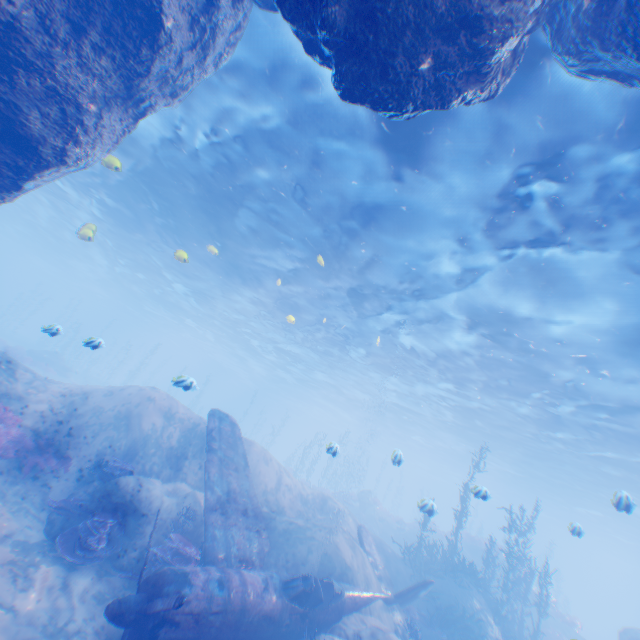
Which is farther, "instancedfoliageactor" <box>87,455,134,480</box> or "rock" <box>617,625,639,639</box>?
"rock" <box>617,625,639,639</box>

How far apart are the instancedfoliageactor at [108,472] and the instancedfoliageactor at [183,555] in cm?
250

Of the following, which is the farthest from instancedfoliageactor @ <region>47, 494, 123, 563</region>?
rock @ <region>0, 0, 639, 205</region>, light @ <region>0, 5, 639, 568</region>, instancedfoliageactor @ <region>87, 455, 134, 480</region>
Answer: light @ <region>0, 5, 639, 568</region>

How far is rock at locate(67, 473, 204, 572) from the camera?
8.6 meters

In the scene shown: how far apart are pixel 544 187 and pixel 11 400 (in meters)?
17.71

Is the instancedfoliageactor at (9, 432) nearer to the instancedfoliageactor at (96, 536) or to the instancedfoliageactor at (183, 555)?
the instancedfoliageactor at (96, 536)

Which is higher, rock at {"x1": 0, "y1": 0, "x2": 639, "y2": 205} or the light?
the light

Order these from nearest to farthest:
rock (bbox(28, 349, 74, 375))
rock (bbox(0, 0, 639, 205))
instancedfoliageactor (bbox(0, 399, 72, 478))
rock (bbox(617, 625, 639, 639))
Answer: rock (bbox(0, 0, 639, 205)) → instancedfoliageactor (bbox(0, 399, 72, 478)) → rock (bbox(617, 625, 639, 639)) → rock (bbox(28, 349, 74, 375))
